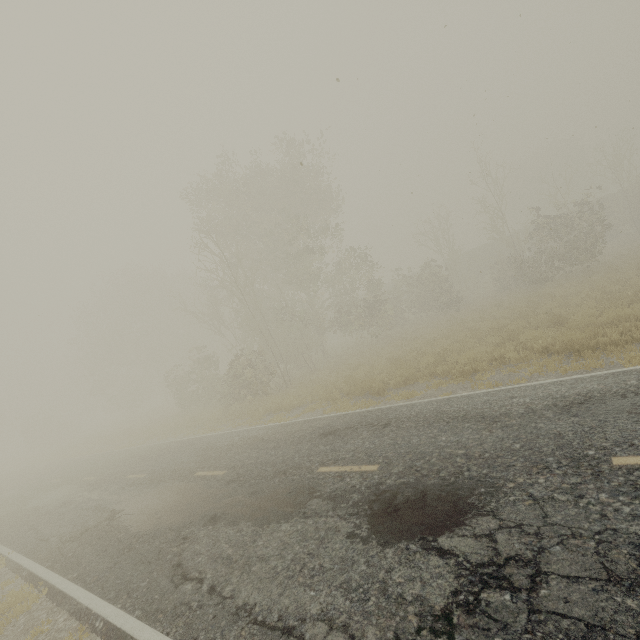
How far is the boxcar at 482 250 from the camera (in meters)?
40.19

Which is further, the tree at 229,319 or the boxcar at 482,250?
the boxcar at 482,250

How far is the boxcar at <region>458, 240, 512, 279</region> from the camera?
40.2 meters

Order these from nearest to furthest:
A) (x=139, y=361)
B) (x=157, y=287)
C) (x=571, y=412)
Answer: (x=571, y=412)
(x=157, y=287)
(x=139, y=361)

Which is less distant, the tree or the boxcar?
the tree
